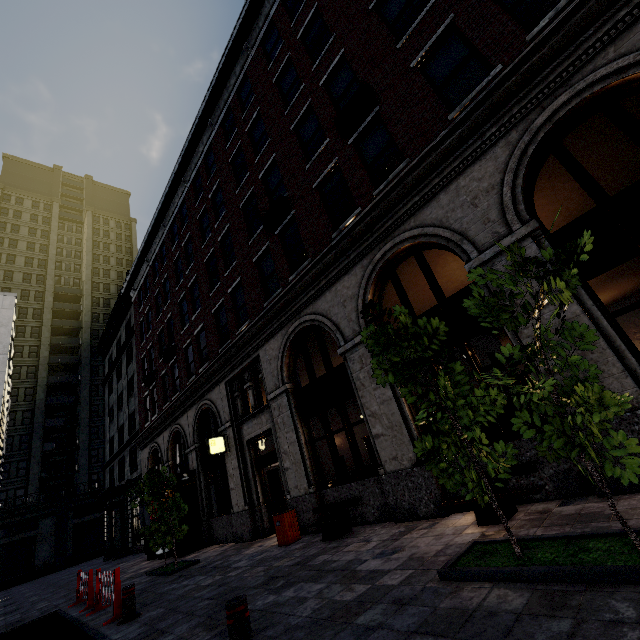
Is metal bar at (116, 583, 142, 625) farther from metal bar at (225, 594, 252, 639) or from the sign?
the sign

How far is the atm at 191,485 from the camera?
13.49m

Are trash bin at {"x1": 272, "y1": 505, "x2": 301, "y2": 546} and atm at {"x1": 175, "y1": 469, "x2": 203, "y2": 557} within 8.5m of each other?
yes

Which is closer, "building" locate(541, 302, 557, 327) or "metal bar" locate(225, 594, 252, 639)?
"metal bar" locate(225, 594, 252, 639)

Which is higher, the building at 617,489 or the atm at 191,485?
the atm at 191,485

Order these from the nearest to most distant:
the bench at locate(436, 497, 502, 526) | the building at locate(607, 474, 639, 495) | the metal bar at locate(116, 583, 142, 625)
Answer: the building at locate(607, 474, 639, 495) < the bench at locate(436, 497, 502, 526) < the metal bar at locate(116, 583, 142, 625)

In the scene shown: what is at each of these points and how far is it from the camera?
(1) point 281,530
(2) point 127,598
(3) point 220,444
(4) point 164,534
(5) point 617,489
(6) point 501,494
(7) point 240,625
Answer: (1) trash bin, 8.9 meters
(2) metal bar, 6.4 meters
(3) sign, 13.0 meters
(4) tree, 11.5 meters
(5) building, 4.6 meters
(6) bench, 5.2 meters
(7) metal bar, 3.3 meters

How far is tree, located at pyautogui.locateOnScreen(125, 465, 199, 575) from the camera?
10.5m
